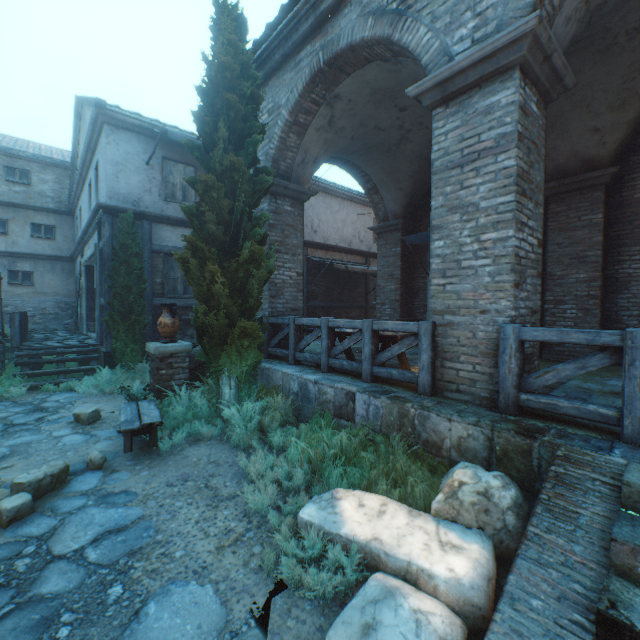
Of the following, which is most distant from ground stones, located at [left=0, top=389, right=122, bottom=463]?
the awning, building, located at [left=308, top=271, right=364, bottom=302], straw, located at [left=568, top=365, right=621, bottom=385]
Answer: building, located at [left=308, top=271, right=364, bottom=302]

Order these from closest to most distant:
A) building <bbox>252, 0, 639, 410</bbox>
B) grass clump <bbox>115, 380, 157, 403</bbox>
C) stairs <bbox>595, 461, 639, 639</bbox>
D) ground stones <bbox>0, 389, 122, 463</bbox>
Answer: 1. stairs <bbox>595, 461, 639, 639</bbox>
2. building <bbox>252, 0, 639, 410</bbox>
3. ground stones <bbox>0, 389, 122, 463</bbox>
4. grass clump <bbox>115, 380, 157, 403</bbox>

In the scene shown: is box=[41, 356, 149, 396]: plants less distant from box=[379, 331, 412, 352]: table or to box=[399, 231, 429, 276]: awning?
box=[379, 331, 412, 352]: table

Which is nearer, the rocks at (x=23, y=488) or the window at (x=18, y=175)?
the rocks at (x=23, y=488)

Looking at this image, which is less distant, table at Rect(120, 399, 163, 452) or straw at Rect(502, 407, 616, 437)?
straw at Rect(502, 407, 616, 437)

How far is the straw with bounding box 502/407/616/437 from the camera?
3.0m

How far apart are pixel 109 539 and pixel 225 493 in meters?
1.1 m

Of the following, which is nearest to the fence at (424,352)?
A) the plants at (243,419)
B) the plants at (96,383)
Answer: the plants at (243,419)
